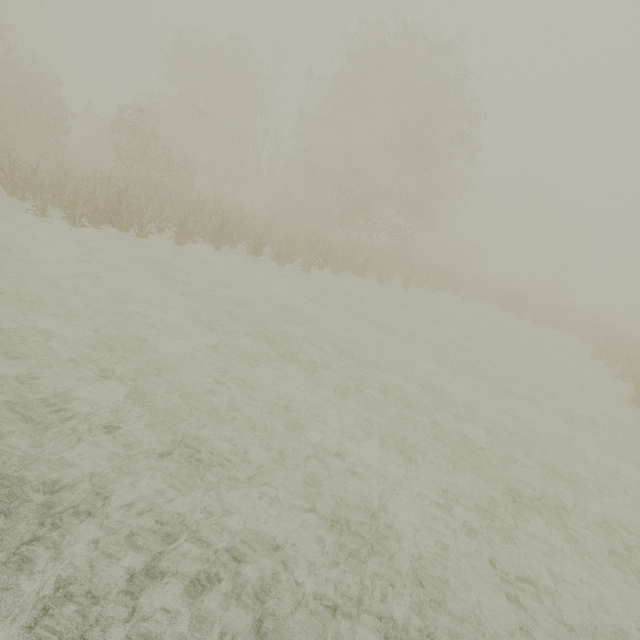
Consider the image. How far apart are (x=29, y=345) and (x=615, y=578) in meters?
10.9 m
